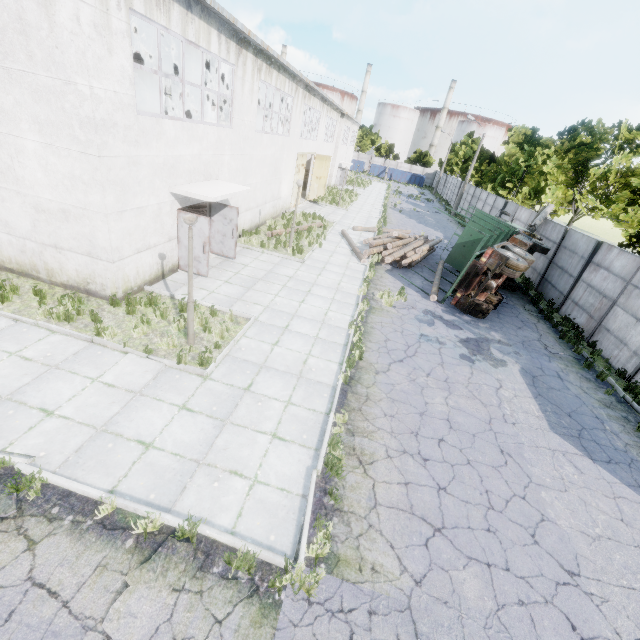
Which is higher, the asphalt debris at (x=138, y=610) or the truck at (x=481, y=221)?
the truck at (x=481, y=221)

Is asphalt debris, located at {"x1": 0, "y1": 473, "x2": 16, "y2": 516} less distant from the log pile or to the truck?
the truck

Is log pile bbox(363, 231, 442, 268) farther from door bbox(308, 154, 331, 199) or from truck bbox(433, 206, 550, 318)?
door bbox(308, 154, 331, 199)

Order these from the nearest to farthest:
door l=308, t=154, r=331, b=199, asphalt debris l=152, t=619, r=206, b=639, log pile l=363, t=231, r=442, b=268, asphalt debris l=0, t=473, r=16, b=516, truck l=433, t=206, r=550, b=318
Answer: asphalt debris l=152, t=619, r=206, b=639 < asphalt debris l=0, t=473, r=16, b=516 < truck l=433, t=206, r=550, b=318 < log pile l=363, t=231, r=442, b=268 < door l=308, t=154, r=331, b=199

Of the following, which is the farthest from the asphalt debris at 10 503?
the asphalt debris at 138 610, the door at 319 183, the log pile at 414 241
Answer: the door at 319 183

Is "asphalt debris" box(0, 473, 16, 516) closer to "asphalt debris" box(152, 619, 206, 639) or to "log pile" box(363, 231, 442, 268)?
"asphalt debris" box(152, 619, 206, 639)

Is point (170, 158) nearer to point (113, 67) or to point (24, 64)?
point (113, 67)

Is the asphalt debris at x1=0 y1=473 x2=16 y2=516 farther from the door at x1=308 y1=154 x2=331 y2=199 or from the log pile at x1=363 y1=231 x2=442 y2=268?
the door at x1=308 y1=154 x2=331 y2=199
